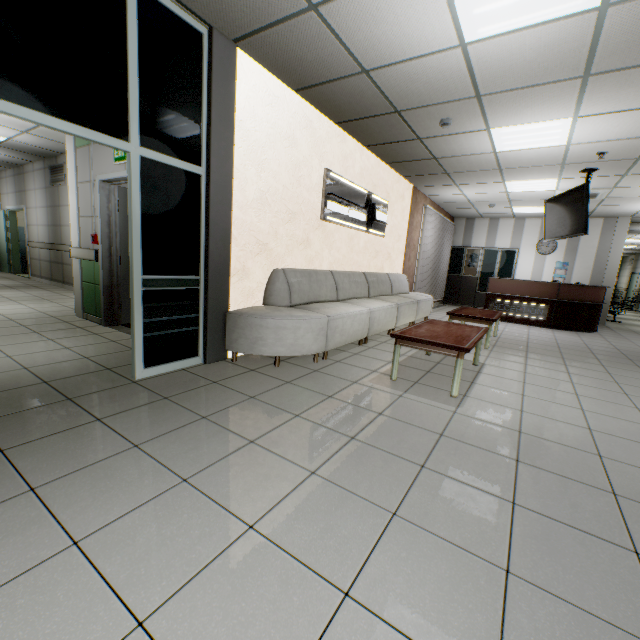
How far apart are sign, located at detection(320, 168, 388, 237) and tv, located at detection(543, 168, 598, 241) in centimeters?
321cm

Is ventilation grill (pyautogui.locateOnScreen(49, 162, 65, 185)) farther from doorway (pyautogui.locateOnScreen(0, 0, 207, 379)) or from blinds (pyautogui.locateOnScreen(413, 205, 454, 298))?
blinds (pyautogui.locateOnScreen(413, 205, 454, 298))

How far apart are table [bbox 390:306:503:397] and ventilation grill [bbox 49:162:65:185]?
9.0 meters

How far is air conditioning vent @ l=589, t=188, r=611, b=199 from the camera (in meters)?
6.96

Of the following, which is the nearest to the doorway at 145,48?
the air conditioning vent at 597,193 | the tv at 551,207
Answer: the tv at 551,207

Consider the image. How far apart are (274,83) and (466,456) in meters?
4.3 m

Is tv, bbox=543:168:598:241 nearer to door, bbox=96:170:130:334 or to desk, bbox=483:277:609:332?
desk, bbox=483:277:609:332

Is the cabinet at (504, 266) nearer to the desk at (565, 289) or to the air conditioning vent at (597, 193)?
the desk at (565, 289)
